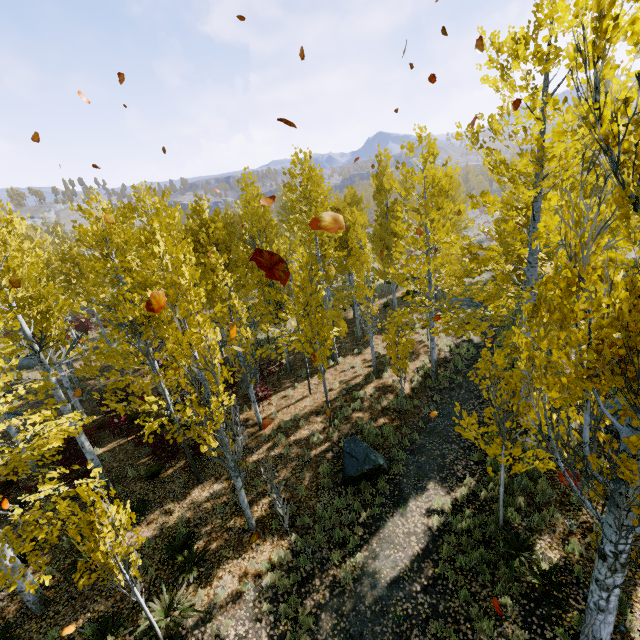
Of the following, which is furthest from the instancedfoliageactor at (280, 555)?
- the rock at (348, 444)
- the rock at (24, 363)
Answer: the rock at (24, 363)

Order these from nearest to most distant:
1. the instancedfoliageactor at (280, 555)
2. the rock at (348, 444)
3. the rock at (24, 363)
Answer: the instancedfoliageactor at (280, 555) < the rock at (348, 444) < the rock at (24, 363)

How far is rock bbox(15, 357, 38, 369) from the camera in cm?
2417

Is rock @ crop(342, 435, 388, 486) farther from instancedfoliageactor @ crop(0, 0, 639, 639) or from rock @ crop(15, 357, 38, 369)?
rock @ crop(15, 357, 38, 369)

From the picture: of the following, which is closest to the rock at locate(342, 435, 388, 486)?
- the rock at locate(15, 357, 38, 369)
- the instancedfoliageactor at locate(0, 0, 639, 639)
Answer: the instancedfoliageactor at locate(0, 0, 639, 639)

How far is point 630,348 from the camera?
3.2 meters

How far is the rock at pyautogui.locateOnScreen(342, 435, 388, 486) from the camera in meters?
9.9 m
